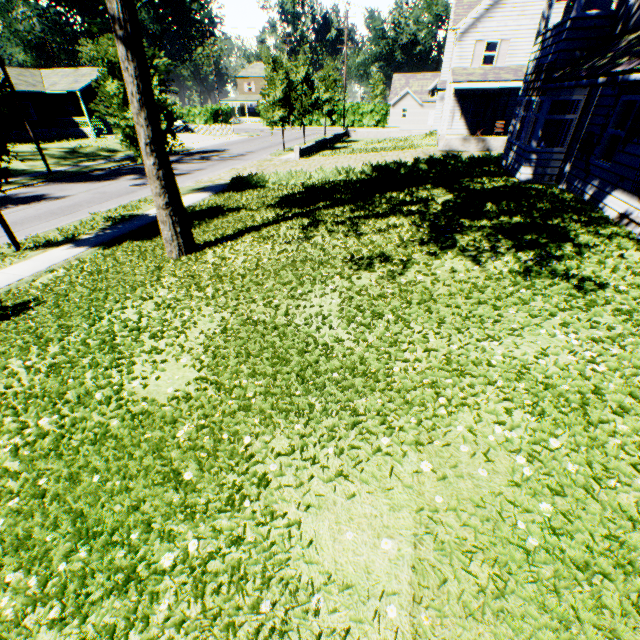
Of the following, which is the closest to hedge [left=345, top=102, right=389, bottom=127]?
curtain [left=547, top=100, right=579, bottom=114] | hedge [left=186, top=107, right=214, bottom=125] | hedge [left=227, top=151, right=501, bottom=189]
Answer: hedge [left=186, top=107, right=214, bottom=125]

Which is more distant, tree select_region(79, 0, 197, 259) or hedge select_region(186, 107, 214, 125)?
hedge select_region(186, 107, 214, 125)

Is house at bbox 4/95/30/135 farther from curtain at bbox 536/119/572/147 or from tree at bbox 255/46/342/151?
curtain at bbox 536/119/572/147

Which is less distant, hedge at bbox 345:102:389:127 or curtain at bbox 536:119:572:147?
curtain at bbox 536:119:572:147

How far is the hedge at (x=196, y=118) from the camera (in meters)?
58.88

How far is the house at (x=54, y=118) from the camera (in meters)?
34.03

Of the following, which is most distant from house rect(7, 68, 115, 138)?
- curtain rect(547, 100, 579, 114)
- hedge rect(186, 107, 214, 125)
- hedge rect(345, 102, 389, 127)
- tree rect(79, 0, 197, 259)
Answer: curtain rect(547, 100, 579, 114)

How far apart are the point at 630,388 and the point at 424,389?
2.07m
